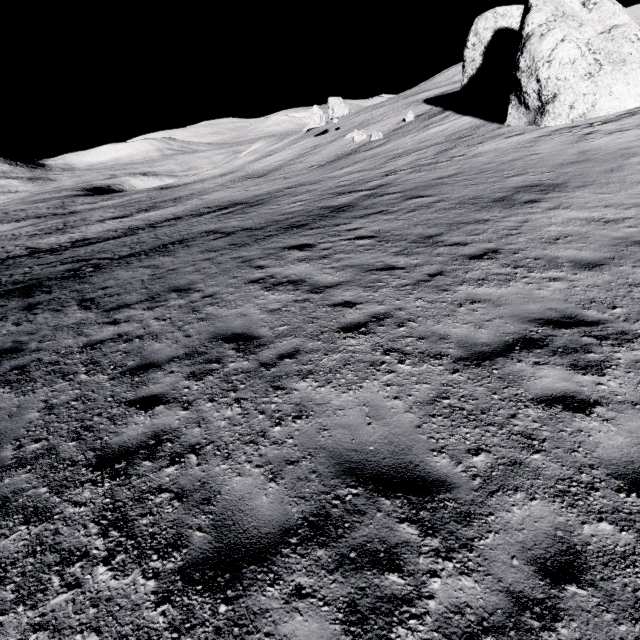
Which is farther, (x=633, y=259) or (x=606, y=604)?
(x=633, y=259)
